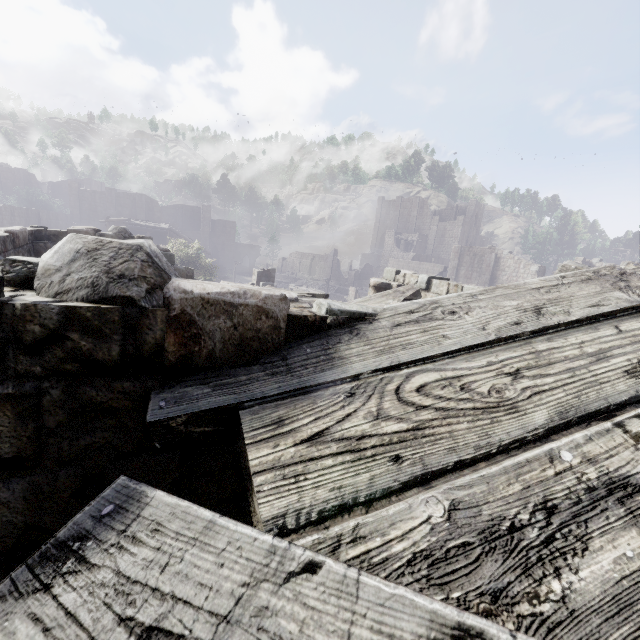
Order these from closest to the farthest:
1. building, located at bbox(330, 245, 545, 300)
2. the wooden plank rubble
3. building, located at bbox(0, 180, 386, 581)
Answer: the wooden plank rubble, building, located at bbox(0, 180, 386, 581), building, located at bbox(330, 245, 545, 300)

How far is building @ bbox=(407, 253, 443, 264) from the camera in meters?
51.3 m

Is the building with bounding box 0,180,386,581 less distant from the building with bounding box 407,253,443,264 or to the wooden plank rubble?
the wooden plank rubble

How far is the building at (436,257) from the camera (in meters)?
51.27

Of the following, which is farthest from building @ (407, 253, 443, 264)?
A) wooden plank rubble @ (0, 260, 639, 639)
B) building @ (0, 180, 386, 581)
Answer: wooden plank rubble @ (0, 260, 639, 639)

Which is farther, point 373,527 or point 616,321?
point 616,321

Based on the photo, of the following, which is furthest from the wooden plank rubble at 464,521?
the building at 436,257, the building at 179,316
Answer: the building at 436,257
